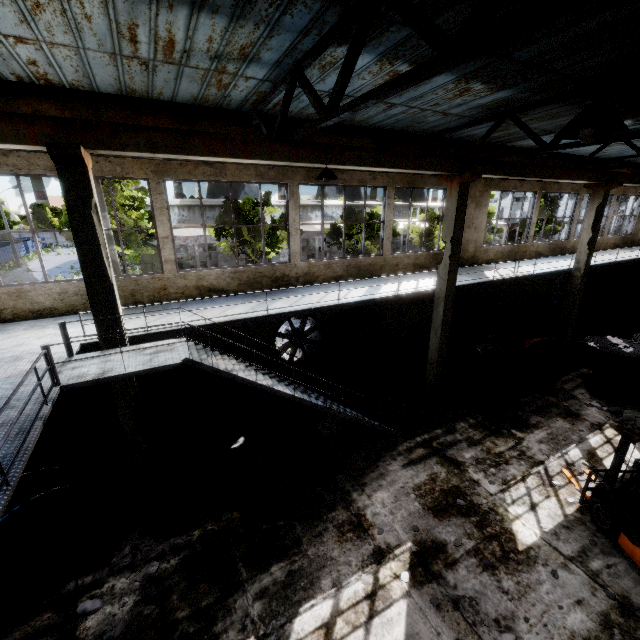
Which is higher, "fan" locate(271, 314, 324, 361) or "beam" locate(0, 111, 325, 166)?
"beam" locate(0, 111, 325, 166)

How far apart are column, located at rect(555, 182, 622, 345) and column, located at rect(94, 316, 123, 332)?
18.5m

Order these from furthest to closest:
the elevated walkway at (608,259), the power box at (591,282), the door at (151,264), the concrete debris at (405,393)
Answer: the door at (151,264)
the power box at (591,282)
the elevated walkway at (608,259)
the concrete debris at (405,393)

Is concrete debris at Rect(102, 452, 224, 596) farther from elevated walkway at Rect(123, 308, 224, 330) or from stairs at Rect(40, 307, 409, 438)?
elevated walkway at Rect(123, 308, 224, 330)

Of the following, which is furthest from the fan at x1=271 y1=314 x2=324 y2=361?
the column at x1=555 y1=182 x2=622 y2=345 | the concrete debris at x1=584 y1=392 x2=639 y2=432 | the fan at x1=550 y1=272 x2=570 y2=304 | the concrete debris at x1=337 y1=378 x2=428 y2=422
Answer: the fan at x1=550 y1=272 x2=570 y2=304

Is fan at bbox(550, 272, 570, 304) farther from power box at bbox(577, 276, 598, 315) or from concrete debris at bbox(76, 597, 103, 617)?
concrete debris at bbox(76, 597, 103, 617)

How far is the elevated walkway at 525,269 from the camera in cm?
1266

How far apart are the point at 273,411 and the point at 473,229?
12.3m
